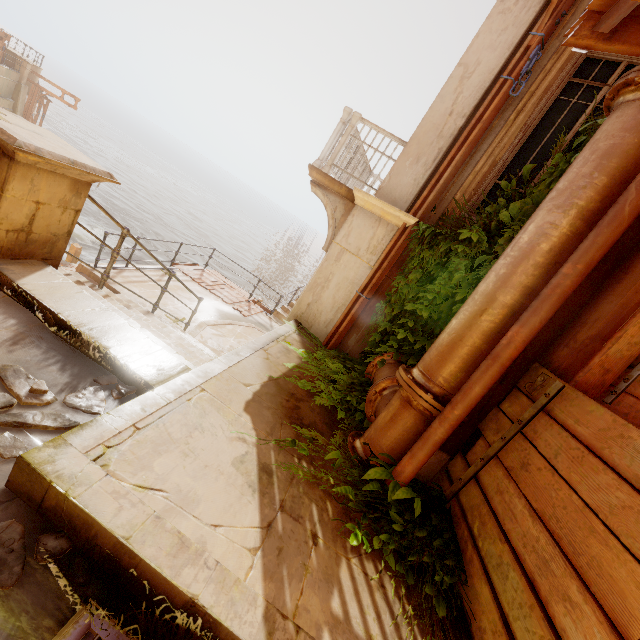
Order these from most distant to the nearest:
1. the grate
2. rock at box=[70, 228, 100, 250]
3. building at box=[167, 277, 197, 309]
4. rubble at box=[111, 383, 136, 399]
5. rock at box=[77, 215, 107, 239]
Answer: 1. rock at box=[77, 215, 107, 239]
2. rock at box=[70, 228, 100, 250]
3. building at box=[167, 277, 197, 309]
4. rubble at box=[111, 383, 136, 399]
5. the grate

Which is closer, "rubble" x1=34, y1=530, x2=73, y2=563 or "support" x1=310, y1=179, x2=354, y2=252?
"rubble" x1=34, y1=530, x2=73, y2=563

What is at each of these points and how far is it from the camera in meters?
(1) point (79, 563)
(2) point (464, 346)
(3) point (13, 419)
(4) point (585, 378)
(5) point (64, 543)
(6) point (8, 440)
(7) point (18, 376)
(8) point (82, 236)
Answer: (1) rubble, 1.4
(2) pipe, 2.7
(3) rubble, 1.8
(4) wood, 2.4
(5) rubble, 1.4
(6) rubble, 1.7
(7) rubble, 2.0
(8) rock, 25.1

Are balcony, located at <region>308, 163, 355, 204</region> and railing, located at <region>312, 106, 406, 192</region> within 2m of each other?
yes

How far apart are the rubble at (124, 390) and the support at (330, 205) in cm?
416

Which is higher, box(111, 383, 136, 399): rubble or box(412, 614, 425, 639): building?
box(412, 614, 425, 639): building

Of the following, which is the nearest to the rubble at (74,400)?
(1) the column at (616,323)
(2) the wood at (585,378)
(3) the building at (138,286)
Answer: (1) the column at (616,323)

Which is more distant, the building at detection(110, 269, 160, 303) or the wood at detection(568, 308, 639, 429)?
the building at detection(110, 269, 160, 303)
